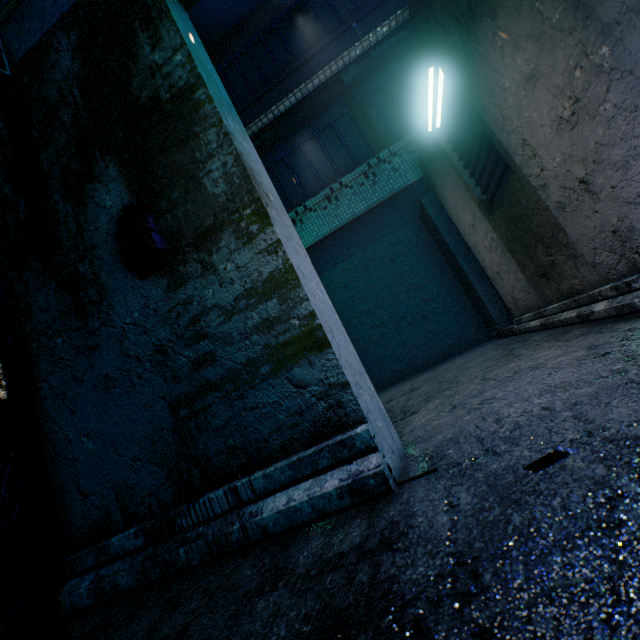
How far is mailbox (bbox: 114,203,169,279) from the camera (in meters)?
1.43

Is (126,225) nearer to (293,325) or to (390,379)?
(293,325)

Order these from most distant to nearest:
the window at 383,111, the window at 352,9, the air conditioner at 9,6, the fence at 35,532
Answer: the window at 352,9 → the window at 383,111 → the air conditioner at 9,6 → the fence at 35,532

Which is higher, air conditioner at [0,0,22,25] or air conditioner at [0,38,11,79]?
air conditioner at [0,0,22,25]

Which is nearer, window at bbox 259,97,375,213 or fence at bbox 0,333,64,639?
fence at bbox 0,333,64,639

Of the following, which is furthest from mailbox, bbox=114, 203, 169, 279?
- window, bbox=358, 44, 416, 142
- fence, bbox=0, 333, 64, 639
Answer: window, bbox=358, 44, 416, 142

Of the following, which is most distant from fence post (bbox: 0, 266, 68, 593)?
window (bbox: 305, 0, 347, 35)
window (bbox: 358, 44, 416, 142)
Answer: window (bbox: 305, 0, 347, 35)

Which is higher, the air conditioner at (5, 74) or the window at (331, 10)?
the window at (331, 10)
